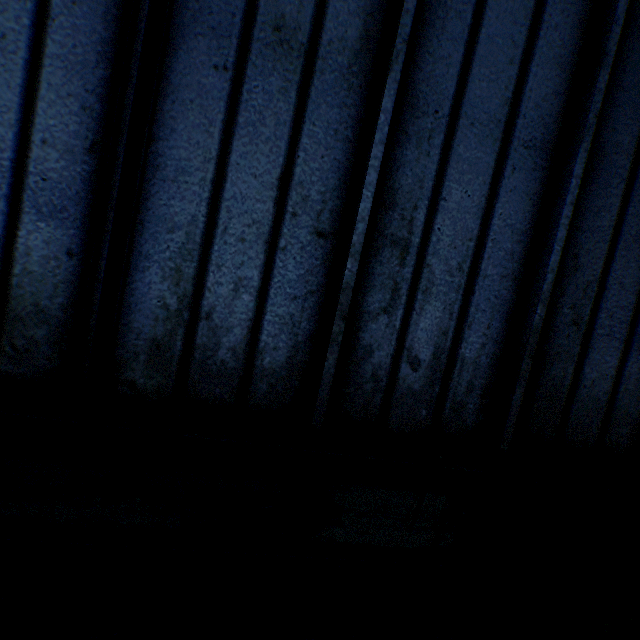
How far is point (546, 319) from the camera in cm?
245
